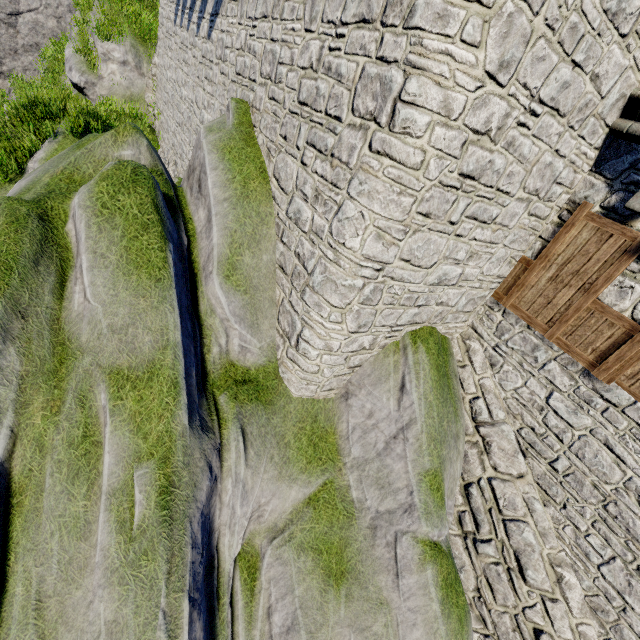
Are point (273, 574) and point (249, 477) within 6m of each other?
yes
